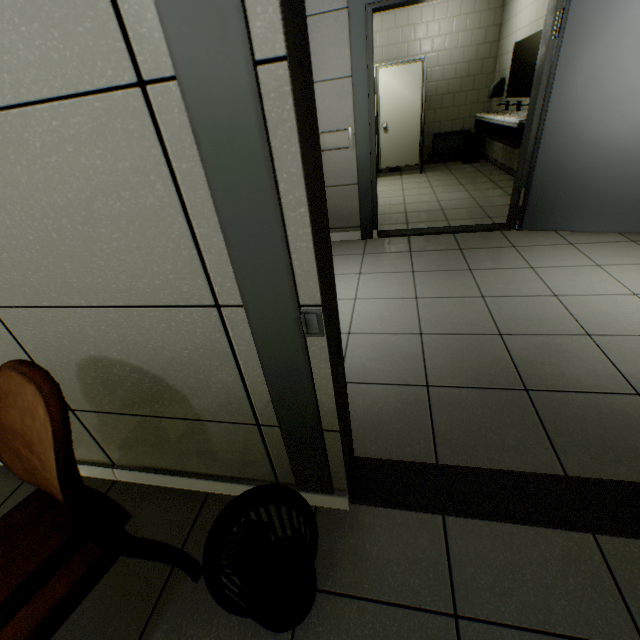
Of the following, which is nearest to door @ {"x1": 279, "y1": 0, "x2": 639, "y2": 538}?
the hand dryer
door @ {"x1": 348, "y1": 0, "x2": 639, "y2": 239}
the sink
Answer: door @ {"x1": 348, "y1": 0, "x2": 639, "y2": 239}

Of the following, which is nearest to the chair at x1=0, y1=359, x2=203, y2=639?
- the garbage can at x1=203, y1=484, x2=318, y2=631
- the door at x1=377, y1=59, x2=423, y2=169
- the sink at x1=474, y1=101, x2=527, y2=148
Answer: the garbage can at x1=203, y1=484, x2=318, y2=631

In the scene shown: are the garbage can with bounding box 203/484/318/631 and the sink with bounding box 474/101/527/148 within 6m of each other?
yes

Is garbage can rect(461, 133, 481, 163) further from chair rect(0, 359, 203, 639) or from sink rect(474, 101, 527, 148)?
chair rect(0, 359, 203, 639)

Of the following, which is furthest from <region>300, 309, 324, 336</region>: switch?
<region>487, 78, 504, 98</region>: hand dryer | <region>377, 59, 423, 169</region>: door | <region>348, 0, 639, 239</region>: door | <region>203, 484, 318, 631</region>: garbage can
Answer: <region>487, 78, 504, 98</region>: hand dryer

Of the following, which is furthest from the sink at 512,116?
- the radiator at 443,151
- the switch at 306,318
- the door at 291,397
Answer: the switch at 306,318

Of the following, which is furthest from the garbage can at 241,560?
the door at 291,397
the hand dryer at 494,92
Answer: the hand dryer at 494,92

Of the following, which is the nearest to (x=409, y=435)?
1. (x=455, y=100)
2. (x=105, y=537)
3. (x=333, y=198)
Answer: (x=105, y=537)
